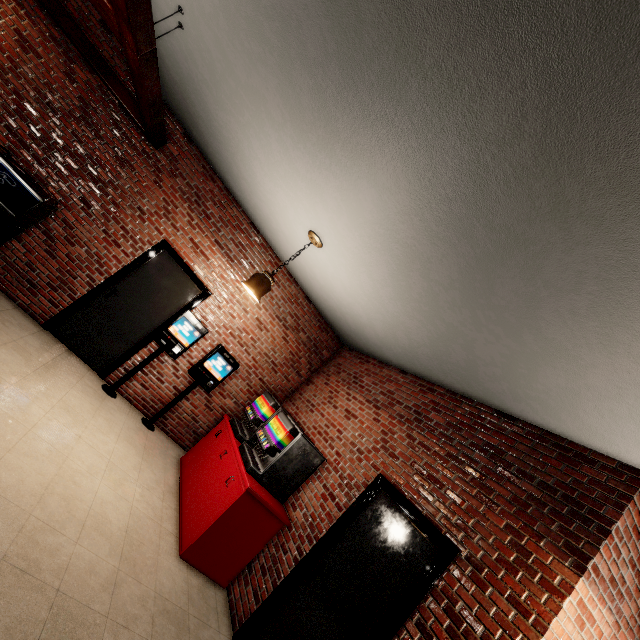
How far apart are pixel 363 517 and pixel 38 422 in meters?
3.4
